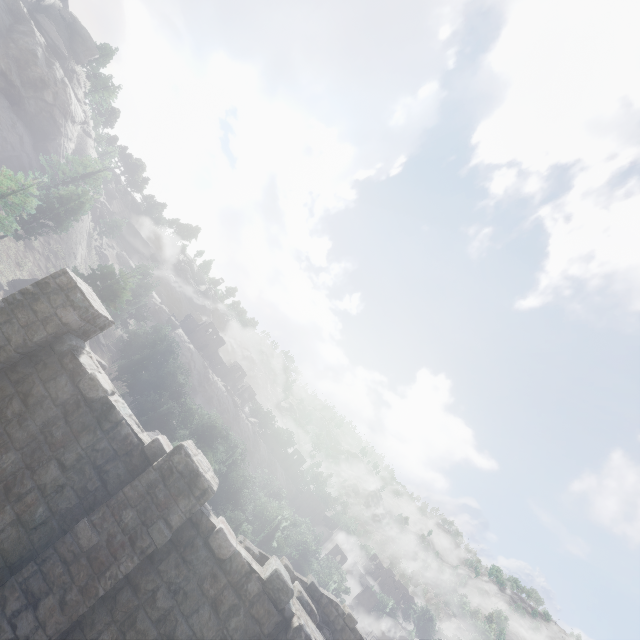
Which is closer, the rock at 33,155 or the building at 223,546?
the building at 223,546

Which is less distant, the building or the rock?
the building

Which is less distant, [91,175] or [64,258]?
[91,175]
